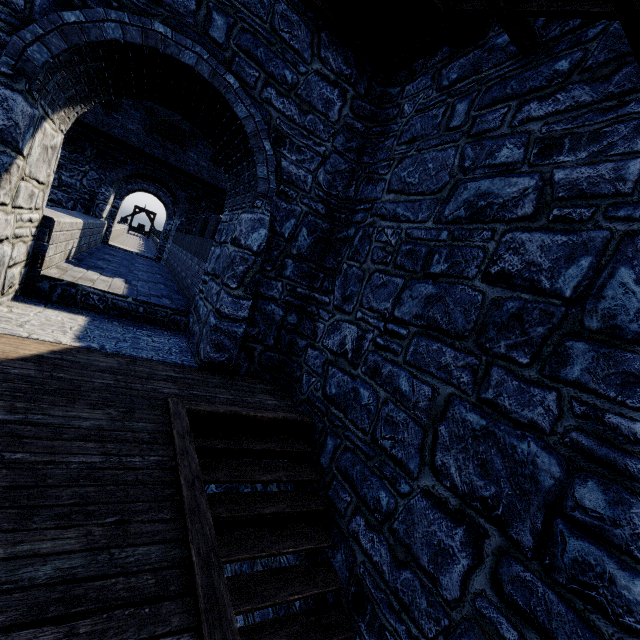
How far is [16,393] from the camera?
3.05m
